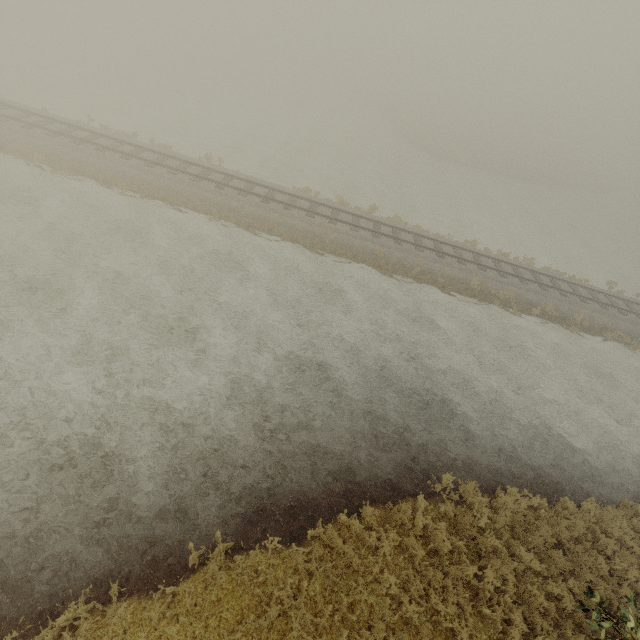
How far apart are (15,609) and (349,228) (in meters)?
19.15
